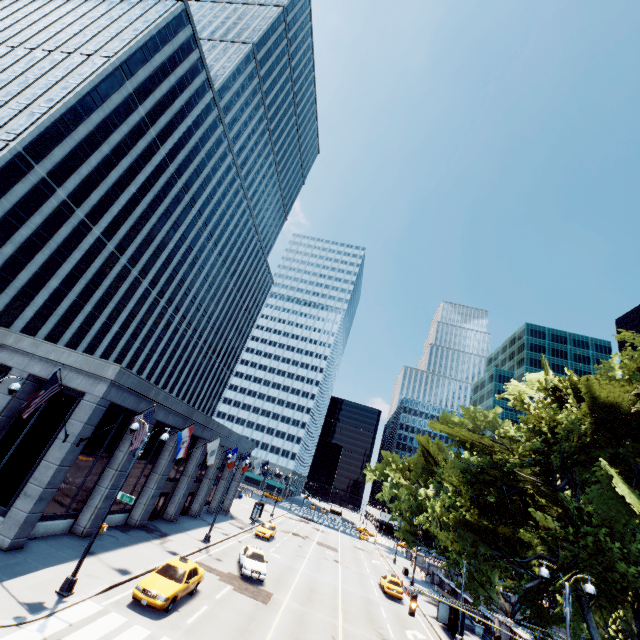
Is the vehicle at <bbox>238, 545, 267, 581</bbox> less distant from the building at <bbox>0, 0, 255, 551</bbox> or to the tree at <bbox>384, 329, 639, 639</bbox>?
the building at <bbox>0, 0, 255, 551</bbox>

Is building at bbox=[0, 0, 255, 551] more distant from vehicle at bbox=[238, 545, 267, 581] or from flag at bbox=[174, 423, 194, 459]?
vehicle at bbox=[238, 545, 267, 581]

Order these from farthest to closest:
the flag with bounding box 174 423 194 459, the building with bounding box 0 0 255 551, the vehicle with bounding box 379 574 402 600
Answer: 1. the vehicle with bounding box 379 574 402 600
2. the flag with bounding box 174 423 194 459
3. the building with bounding box 0 0 255 551

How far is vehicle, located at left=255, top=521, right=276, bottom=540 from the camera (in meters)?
37.47

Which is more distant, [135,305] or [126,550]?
[135,305]

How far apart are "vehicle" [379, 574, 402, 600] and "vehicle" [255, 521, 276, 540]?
13.0m

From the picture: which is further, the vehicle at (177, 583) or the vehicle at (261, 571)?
the vehicle at (261, 571)

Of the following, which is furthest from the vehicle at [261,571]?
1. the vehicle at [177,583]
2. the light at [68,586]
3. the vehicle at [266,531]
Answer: the light at [68,586]
